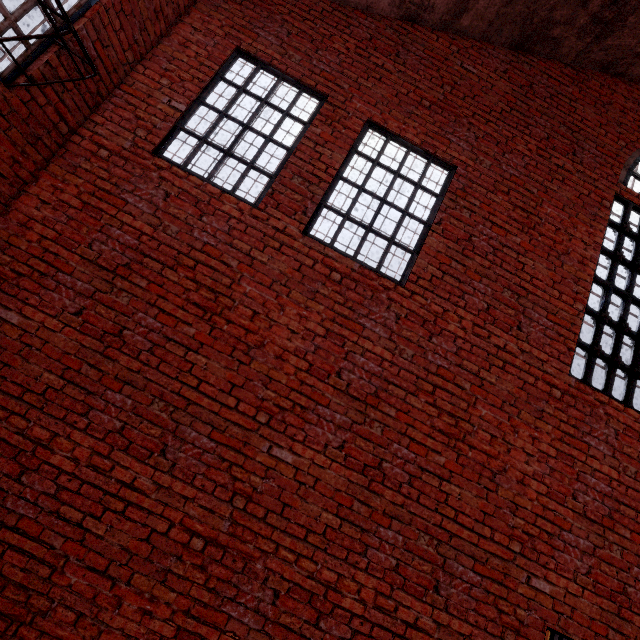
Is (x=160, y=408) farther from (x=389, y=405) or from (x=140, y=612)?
(x=389, y=405)

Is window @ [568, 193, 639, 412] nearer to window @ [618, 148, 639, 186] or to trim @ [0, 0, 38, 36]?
window @ [618, 148, 639, 186]

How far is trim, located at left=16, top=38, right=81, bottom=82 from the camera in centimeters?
297cm

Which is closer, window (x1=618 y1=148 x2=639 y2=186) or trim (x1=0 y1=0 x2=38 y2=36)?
trim (x1=0 y1=0 x2=38 y2=36)

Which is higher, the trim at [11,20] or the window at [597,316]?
the window at [597,316]

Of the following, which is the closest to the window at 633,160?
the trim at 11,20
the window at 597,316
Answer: the window at 597,316
